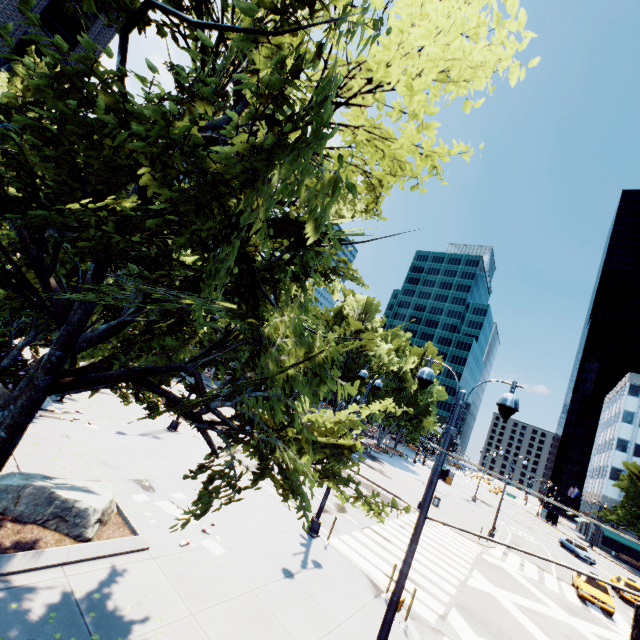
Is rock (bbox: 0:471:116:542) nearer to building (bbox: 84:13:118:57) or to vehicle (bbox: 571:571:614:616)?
building (bbox: 84:13:118:57)

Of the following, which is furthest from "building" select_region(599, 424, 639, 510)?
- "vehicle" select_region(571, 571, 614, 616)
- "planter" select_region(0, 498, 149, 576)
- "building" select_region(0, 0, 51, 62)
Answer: "building" select_region(0, 0, 51, 62)

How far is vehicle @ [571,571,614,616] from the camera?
20.5 meters

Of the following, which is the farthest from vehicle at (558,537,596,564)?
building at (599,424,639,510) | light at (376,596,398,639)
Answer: light at (376,596,398,639)

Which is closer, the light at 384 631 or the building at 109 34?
the light at 384 631

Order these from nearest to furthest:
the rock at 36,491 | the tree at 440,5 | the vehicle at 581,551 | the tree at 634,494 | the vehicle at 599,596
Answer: the tree at 440,5 < the rock at 36,491 < the vehicle at 599,596 < the vehicle at 581,551 < the tree at 634,494

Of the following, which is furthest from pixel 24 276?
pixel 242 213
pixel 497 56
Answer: pixel 497 56

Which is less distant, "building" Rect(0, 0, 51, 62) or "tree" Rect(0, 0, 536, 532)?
"tree" Rect(0, 0, 536, 532)
